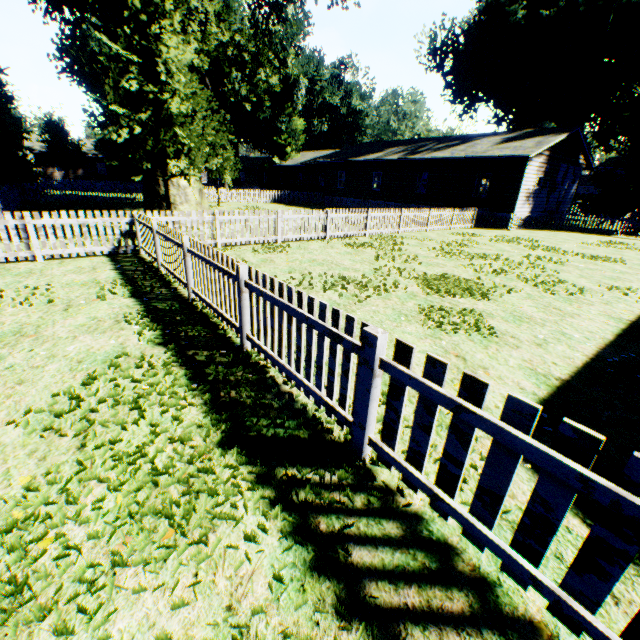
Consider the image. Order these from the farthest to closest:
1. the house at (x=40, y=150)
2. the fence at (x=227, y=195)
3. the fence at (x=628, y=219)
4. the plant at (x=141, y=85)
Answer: the house at (x=40, y=150) → the fence at (x=227, y=195) → the fence at (x=628, y=219) → the plant at (x=141, y=85)

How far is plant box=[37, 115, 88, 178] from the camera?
39.3 meters

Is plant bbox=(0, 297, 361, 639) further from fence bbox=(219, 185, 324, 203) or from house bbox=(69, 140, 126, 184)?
house bbox=(69, 140, 126, 184)

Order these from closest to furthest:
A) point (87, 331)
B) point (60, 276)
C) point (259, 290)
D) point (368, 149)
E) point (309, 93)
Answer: point (259, 290) → point (87, 331) → point (60, 276) → point (368, 149) → point (309, 93)

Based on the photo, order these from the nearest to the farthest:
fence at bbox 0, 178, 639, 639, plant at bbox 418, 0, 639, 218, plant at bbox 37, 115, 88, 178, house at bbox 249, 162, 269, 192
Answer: fence at bbox 0, 178, 639, 639 → plant at bbox 418, 0, 639, 218 → plant at bbox 37, 115, 88, 178 → house at bbox 249, 162, 269, 192

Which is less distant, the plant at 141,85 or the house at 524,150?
the plant at 141,85

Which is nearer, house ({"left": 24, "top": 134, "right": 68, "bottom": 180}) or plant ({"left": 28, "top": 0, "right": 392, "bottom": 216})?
plant ({"left": 28, "top": 0, "right": 392, "bottom": 216})
